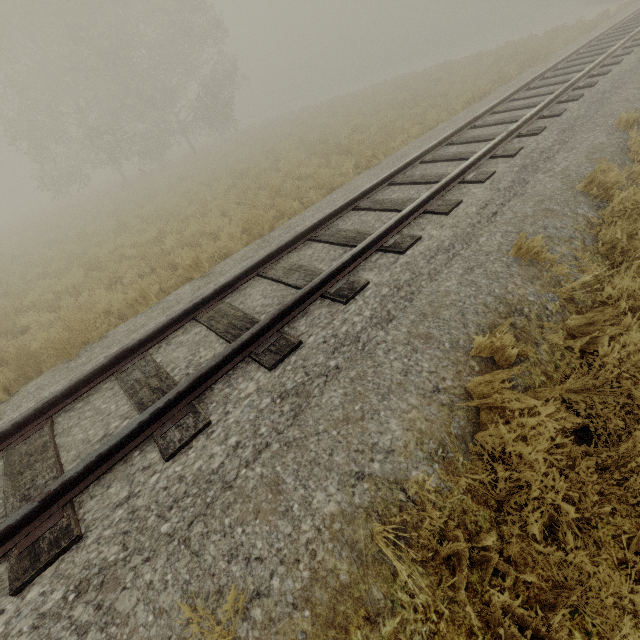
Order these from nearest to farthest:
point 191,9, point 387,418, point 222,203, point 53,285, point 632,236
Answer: point 387,418, point 632,236, point 53,285, point 222,203, point 191,9
